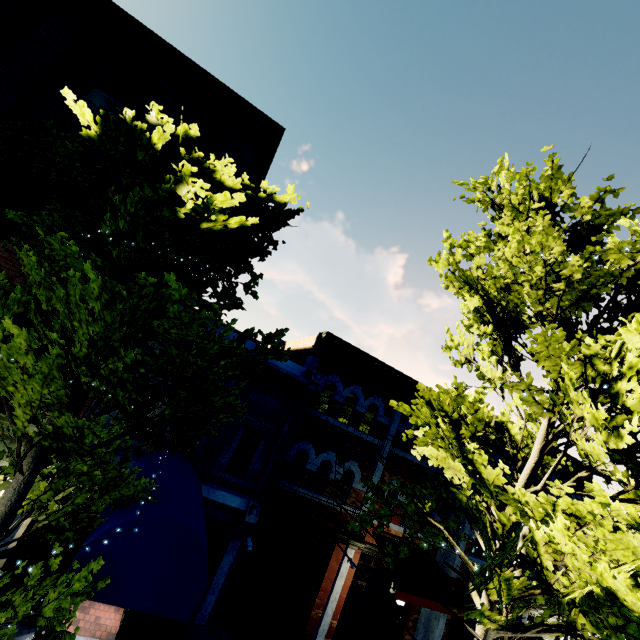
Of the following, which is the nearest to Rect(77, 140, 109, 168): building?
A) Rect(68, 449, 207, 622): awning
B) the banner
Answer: Rect(68, 449, 207, 622): awning

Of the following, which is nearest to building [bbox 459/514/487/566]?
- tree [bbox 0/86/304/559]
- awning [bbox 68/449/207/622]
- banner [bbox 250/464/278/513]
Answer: tree [bbox 0/86/304/559]

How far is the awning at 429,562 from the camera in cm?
1041

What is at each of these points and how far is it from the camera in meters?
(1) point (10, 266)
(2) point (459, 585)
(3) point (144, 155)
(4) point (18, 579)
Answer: (1) building, 7.6
(2) building, 12.1
(3) tree, 4.5
(4) building, 7.2

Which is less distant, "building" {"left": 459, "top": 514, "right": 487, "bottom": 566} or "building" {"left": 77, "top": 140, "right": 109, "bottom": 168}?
"building" {"left": 77, "top": 140, "right": 109, "bottom": 168}

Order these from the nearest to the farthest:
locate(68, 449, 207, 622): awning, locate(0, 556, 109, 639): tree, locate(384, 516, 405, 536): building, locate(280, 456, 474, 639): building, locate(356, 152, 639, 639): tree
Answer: locate(0, 556, 109, 639): tree < locate(68, 449, 207, 622): awning < locate(356, 152, 639, 639): tree < locate(280, 456, 474, 639): building < locate(384, 516, 405, 536): building

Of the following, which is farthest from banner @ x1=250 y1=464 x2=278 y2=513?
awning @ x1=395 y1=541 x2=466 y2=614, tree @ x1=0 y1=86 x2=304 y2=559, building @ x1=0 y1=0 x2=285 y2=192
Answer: building @ x1=0 y1=0 x2=285 y2=192

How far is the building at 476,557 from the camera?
12.3 meters
